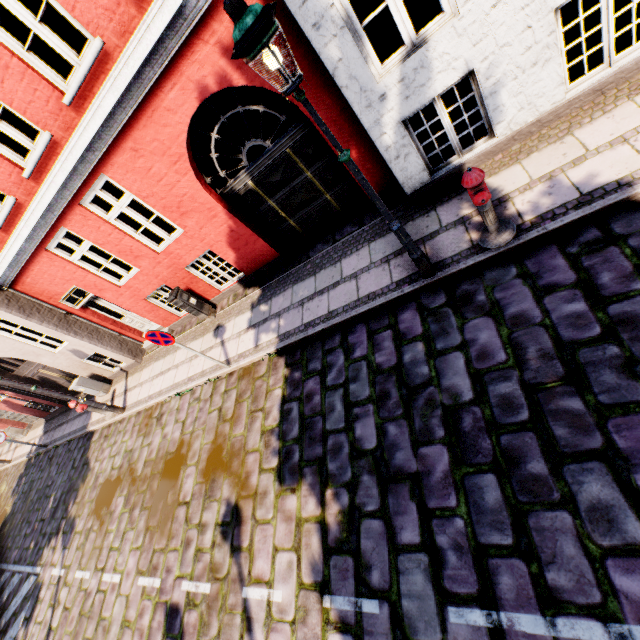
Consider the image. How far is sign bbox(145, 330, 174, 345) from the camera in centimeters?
605cm

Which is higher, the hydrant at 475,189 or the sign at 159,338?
the sign at 159,338

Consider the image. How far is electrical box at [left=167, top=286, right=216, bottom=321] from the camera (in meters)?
8.22

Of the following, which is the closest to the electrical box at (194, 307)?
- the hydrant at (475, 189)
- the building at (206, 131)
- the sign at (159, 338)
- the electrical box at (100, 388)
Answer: the building at (206, 131)

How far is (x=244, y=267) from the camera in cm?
815

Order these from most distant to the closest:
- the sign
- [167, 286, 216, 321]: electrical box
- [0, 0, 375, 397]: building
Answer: [167, 286, 216, 321]: electrical box
the sign
[0, 0, 375, 397]: building

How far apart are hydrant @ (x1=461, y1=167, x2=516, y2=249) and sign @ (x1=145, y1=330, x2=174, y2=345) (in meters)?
5.46

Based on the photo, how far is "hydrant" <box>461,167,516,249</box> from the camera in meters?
3.7
